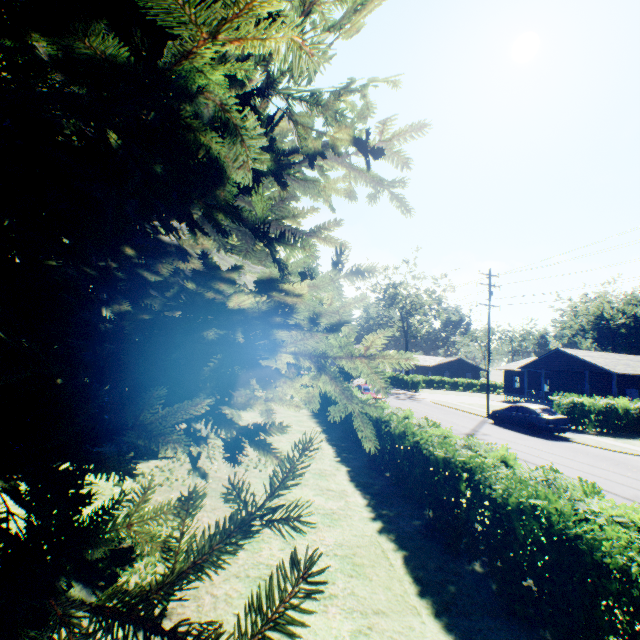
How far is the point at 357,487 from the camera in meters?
8.5

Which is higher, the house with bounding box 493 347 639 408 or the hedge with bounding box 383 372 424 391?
the house with bounding box 493 347 639 408

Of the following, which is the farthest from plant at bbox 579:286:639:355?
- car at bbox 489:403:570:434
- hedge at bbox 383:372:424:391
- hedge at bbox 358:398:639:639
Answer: hedge at bbox 383:372:424:391

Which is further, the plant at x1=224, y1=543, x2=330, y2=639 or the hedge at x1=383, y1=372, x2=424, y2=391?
the hedge at x1=383, y1=372, x2=424, y2=391

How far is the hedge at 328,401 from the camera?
17.6 meters

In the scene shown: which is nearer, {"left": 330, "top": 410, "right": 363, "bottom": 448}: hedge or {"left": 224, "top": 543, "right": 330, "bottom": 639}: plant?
{"left": 224, "top": 543, "right": 330, "bottom": 639}: plant

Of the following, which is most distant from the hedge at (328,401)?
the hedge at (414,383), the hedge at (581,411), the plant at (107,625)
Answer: the hedge at (414,383)

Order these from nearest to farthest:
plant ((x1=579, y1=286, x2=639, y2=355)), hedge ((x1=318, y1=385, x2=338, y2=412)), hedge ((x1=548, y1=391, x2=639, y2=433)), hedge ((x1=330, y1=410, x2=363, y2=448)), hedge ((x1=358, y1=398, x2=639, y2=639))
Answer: hedge ((x1=358, y1=398, x2=639, y2=639)) < hedge ((x1=330, y1=410, x2=363, y2=448)) < hedge ((x1=318, y1=385, x2=338, y2=412)) < hedge ((x1=548, y1=391, x2=639, y2=433)) < plant ((x1=579, y1=286, x2=639, y2=355))
